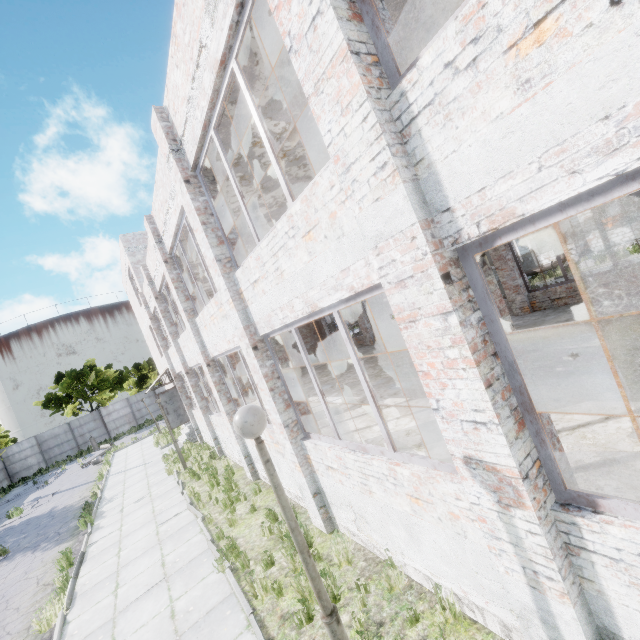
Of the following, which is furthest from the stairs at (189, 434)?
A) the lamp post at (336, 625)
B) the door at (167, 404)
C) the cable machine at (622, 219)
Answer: the cable machine at (622, 219)

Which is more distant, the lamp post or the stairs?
the stairs

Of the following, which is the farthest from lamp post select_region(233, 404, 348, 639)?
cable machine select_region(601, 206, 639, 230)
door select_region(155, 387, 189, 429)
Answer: cable machine select_region(601, 206, 639, 230)

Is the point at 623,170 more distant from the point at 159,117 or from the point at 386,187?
the point at 159,117

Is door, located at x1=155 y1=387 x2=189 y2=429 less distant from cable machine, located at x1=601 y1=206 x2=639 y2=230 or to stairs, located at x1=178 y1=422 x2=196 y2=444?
stairs, located at x1=178 y1=422 x2=196 y2=444

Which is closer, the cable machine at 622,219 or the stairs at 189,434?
the stairs at 189,434

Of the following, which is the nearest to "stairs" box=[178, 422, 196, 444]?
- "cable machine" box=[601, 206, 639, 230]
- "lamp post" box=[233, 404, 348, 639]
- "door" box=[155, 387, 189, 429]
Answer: "door" box=[155, 387, 189, 429]

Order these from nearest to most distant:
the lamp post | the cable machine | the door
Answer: the lamp post < the door < the cable machine
